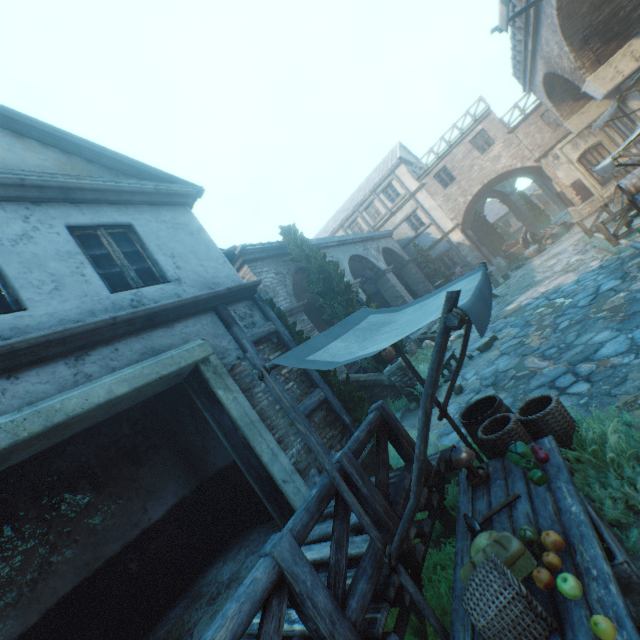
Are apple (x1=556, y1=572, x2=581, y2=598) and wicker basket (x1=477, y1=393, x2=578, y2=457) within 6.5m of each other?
yes

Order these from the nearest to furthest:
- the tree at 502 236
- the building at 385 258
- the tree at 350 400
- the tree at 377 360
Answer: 1. the tree at 350 400
2. the tree at 377 360
3. the building at 385 258
4. the tree at 502 236

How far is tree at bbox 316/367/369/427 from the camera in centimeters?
672cm

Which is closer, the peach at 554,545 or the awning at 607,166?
the peach at 554,545

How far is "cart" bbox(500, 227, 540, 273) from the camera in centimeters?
2242cm

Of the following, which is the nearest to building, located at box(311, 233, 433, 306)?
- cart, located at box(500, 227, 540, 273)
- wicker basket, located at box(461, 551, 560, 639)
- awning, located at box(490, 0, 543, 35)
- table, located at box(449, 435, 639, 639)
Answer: awning, located at box(490, 0, 543, 35)

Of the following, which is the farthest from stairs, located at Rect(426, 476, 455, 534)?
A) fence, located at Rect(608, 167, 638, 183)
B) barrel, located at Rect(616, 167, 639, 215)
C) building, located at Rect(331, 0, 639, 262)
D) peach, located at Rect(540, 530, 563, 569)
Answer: fence, located at Rect(608, 167, 638, 183)

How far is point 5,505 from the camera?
4.66m
